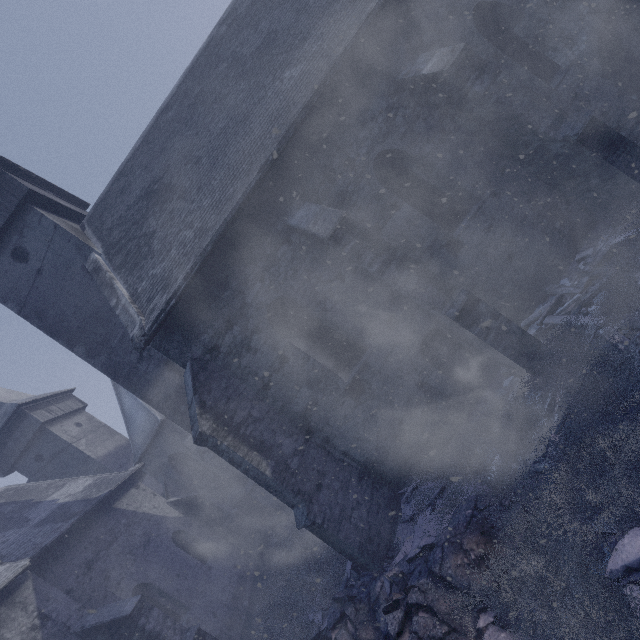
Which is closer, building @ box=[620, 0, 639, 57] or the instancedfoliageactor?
the instancedfoliageactor

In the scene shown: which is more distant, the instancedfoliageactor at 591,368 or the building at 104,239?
the building at 104,239

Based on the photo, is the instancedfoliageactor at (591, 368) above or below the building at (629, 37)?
below

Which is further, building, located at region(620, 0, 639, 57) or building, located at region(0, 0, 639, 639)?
building, located at region(620, 0, 639, 57)

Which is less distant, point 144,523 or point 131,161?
point 131,161

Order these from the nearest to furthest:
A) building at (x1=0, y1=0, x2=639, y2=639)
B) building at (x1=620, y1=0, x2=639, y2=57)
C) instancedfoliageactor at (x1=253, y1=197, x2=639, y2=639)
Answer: instancedfoliageactor at (x1=253, y1=197, x2=639, y2=639)
building at (x1=0, y1=0, x2=639, y2=639)
building at (x1=620, y1=0, x2=639, y2=57)

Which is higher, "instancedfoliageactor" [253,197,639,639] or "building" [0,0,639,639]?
"building" [0,0,639,639]
